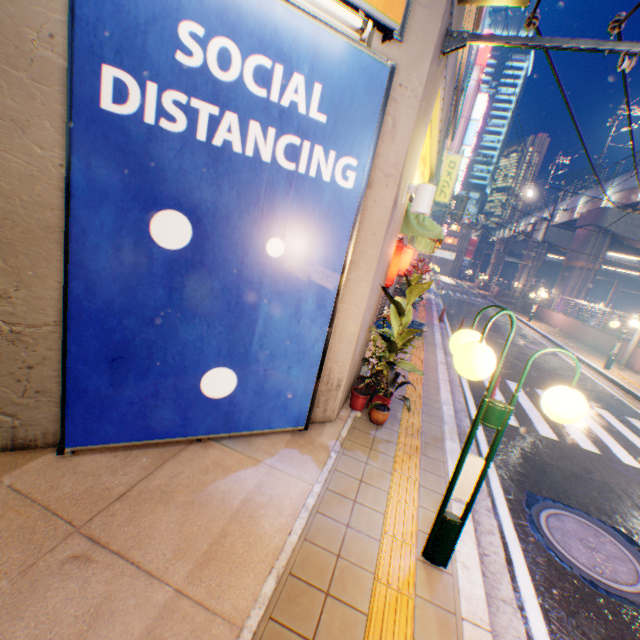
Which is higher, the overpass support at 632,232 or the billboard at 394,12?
the overpass support at 632,232

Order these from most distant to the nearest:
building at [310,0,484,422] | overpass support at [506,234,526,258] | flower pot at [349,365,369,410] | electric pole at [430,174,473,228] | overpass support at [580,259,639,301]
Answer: overpass support at [506,234,526,258], overpass support at [580,259,639,301], electric pole at [430,174,473,228], flower pot at [349,365,369,410], building at [310,0,484,422]

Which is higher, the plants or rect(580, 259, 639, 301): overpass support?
rect(580, 259, 639, 301): overpass support

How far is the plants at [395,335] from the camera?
4.8 meters

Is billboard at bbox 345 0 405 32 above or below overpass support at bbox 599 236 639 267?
below

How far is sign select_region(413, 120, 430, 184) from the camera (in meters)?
6.75

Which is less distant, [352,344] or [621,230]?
[352,344]

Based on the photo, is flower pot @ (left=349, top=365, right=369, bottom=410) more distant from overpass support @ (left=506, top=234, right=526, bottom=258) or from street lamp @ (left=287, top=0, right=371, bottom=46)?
overpass support @ (left=506, top=234, right=526, bottom=258)
